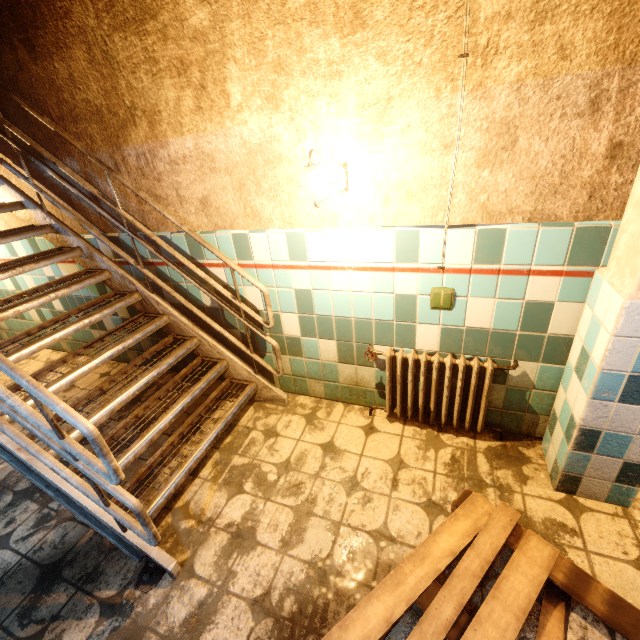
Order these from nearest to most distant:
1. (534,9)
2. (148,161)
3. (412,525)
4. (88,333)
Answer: (534,9) < (412,525) < (148,161) < (88,333)

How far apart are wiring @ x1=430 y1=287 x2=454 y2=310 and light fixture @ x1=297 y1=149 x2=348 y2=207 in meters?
0.8

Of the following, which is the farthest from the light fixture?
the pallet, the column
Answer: the pallet

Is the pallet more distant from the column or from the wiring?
the wiring

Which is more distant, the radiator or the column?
the radiator

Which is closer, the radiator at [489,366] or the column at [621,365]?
the column at [621,365]

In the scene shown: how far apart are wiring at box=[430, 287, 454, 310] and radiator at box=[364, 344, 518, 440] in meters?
0.3 m

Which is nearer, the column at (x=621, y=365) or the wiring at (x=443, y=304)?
the column at (x=621, y=365)
